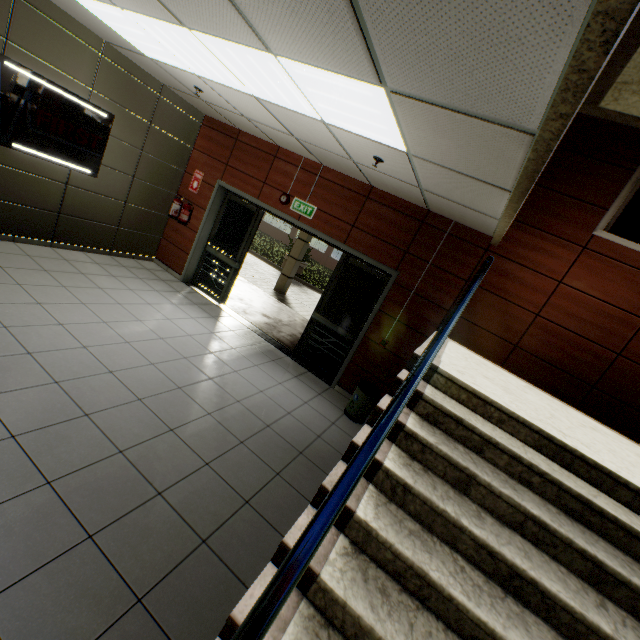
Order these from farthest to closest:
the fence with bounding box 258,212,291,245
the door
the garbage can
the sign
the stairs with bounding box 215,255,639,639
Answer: the fence with bounding box 258,212,291,245
the door
the garbage can
the sign
the stairs with bounding box 215,255,639,639

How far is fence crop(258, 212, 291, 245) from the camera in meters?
33.1 m

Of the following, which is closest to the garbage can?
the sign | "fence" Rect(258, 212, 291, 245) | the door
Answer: the door

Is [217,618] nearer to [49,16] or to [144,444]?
[144,444]

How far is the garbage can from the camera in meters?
4.8

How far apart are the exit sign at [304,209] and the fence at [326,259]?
23.89m

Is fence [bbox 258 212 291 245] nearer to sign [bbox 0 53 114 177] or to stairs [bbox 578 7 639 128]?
sign [bbox 0 53 114 177]

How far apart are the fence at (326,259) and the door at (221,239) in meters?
23.6 m
